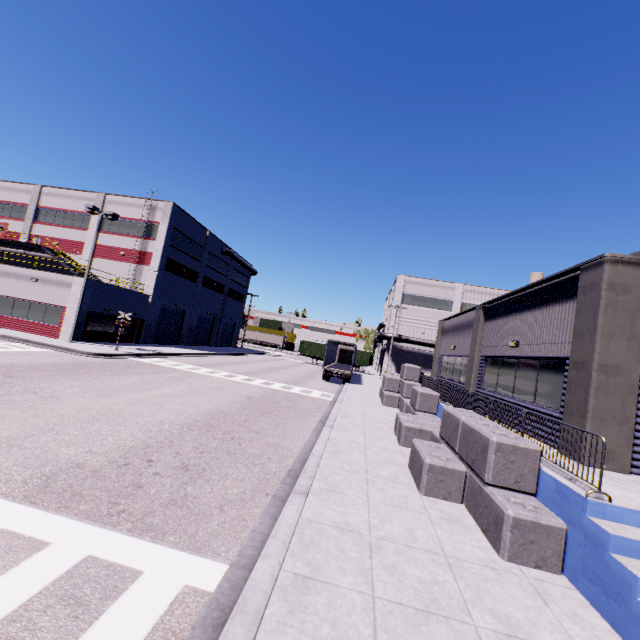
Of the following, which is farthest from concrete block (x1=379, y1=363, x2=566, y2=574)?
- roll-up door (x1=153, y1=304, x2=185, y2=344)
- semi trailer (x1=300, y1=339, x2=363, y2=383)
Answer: roll-up door (x1=153, y1=304, x2=185, y2=344)

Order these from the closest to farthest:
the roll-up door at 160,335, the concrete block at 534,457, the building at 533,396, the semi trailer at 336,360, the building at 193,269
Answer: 1. the building at 533,396
2. the concrete block at 534,457
3. the building at 193,269
4. the semi trailer at 336,360
5. the roll-up door at 160,335

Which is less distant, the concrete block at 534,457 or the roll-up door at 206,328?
the concrete block at 534,457

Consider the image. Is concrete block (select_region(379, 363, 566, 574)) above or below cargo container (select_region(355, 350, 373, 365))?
below

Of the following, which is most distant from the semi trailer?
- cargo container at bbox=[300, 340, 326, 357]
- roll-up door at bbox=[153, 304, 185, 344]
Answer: roll-up door at bbox=[153, 304, 185, 344]

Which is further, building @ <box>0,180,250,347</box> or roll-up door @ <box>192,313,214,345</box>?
roll-up door @ <box>192,313,214,345</box>

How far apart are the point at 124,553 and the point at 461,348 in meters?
17.8 m

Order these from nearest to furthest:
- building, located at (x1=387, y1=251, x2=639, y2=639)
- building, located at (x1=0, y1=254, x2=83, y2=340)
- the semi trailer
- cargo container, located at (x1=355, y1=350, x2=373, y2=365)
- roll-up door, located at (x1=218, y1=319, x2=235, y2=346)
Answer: building, located at (x1=387, y1=251, x2=639, y2=639) < building, located at (x1=0, y1=254, x2=83, y2=340) < the semi trailer < cargo container, located at (x1=355, y1=350, x2=373, y2=365) < roll-up door, located at (x1=218, y1=319, x2=235, y2=346)
